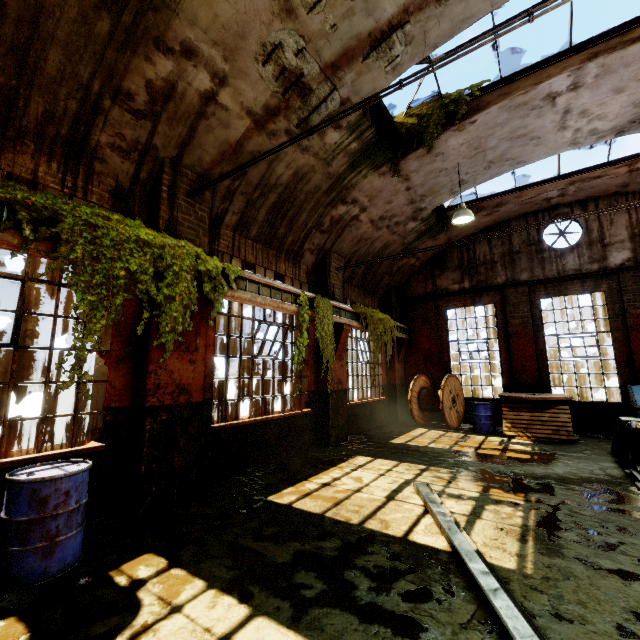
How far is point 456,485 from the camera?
5.6 meters

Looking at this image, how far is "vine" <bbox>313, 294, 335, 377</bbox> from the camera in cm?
786

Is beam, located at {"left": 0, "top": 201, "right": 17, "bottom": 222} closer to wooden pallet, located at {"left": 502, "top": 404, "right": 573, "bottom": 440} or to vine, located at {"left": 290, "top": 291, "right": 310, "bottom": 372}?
vine, located at {"left": 290, "top": 291, "right": 310, "bottom": 372}

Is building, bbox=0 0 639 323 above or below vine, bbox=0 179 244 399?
above

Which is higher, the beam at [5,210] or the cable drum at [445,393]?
the beam at [5,210]

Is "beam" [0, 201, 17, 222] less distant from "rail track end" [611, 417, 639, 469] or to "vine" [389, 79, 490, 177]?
"vine" [389, 79, 490, 177]

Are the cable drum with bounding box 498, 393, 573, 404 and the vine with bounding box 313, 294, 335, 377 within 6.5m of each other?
yes

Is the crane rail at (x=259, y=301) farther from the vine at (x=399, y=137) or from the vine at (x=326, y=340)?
the vine at (x=399, y=137)
